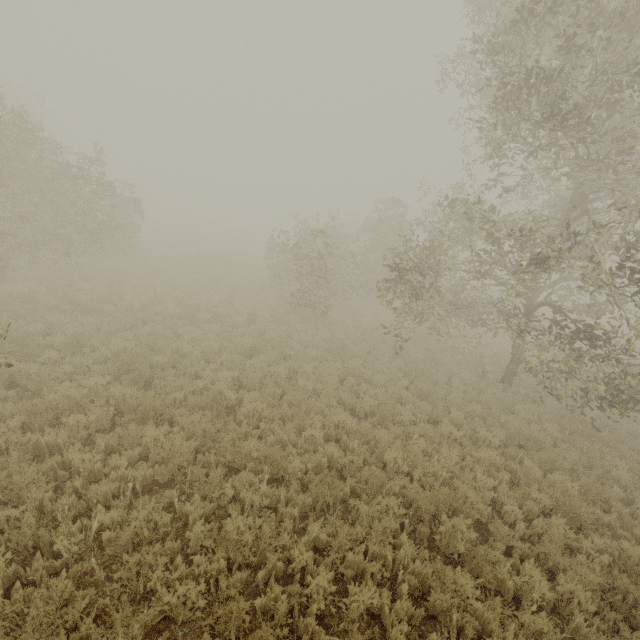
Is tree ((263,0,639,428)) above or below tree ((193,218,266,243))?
above

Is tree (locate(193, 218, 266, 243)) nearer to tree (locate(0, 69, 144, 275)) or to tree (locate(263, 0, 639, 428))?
tree (locate(0, 69, 144, 275))

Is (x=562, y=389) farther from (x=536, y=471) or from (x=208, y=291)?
(x=208, y=291)

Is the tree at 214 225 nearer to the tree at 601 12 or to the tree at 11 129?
the tree at 11 129

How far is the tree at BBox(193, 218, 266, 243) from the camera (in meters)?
52.47

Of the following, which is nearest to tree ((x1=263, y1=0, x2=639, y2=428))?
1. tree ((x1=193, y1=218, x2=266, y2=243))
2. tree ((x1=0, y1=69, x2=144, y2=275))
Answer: tree ((x1=0, y1=69, x2=144, y2=275))

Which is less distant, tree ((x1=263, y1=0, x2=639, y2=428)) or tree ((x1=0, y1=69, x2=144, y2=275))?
tree ((x1=263, y1=0, x2=639, y2=428))
